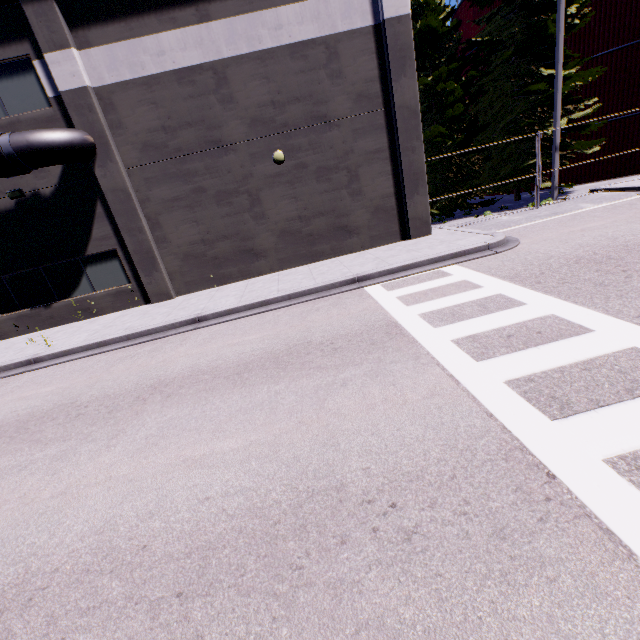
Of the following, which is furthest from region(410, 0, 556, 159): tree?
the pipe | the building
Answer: the pipe

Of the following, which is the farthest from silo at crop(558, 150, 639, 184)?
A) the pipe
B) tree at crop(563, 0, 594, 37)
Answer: the pipe

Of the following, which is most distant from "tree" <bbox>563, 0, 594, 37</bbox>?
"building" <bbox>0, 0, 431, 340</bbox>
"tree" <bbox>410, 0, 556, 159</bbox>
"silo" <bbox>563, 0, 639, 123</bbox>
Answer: "building" <bbox>0, 0, 431, 340</bbox>

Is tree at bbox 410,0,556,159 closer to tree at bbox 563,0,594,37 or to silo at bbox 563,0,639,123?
tree at bbox 563,0,594,37

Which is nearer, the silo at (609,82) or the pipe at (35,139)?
the pipe at (35,139)

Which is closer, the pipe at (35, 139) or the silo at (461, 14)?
the pipe at (35, 139)

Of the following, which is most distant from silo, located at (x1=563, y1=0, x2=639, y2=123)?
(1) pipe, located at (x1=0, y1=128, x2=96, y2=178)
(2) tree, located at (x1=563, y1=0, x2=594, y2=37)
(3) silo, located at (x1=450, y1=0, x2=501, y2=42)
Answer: (1) pipe, located at (x1=0, y1=128, x2=96, y2=178)

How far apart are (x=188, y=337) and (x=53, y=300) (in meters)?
8.27
